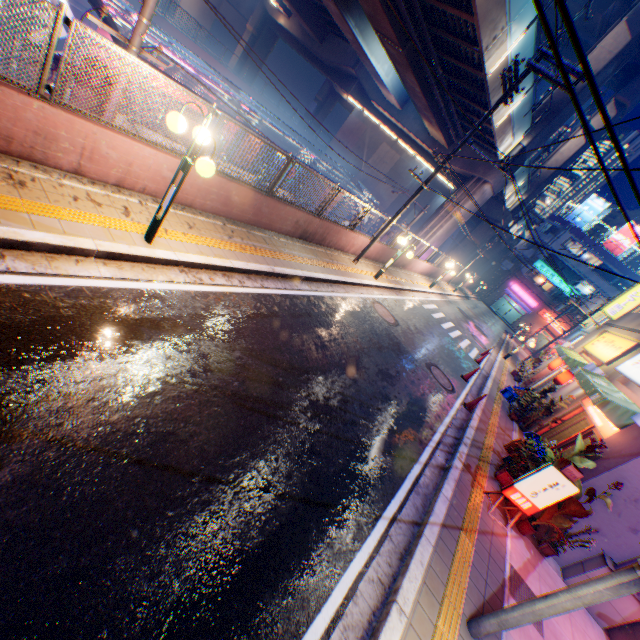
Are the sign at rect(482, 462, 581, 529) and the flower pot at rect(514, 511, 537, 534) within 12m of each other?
yes

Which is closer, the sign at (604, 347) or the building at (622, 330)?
the building at (622, 330)

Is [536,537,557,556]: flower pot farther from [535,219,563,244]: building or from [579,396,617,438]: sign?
[535,219,563,244]: building

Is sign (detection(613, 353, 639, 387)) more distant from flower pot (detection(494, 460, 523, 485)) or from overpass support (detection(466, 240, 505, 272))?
overpass support (detection(466, 240, 505, 272))

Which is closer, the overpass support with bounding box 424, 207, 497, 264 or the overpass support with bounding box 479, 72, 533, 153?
the overpass support with bounding box 479, 72, 533, 153

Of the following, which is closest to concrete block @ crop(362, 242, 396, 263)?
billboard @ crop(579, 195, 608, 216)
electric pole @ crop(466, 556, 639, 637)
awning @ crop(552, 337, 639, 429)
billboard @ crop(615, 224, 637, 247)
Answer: electric pole @ crop(466, 556, 639, 637)

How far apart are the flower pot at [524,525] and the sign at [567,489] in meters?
0.1 m

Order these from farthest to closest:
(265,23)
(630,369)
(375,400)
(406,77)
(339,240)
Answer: (265,23), (406,77), (339,240), (630,369), (375,400)
